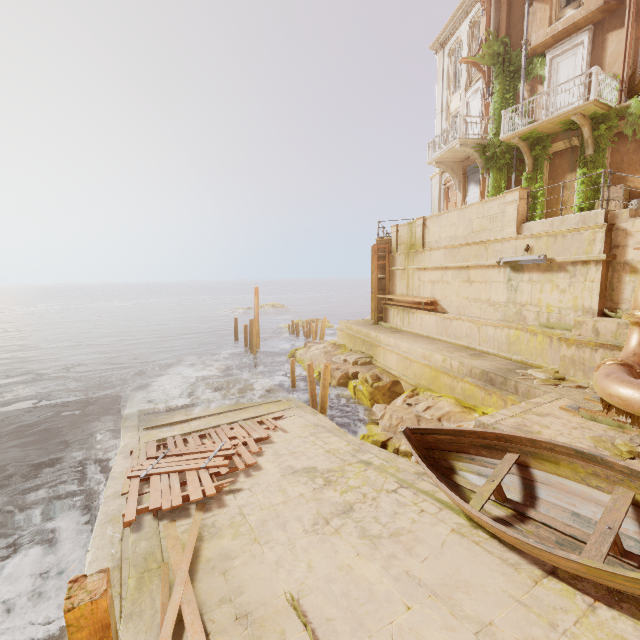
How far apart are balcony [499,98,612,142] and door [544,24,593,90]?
0.4 meters

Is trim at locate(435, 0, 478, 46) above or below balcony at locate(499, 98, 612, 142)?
above

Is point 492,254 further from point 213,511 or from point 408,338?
point 213,511

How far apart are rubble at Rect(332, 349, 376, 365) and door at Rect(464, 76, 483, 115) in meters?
13.4 m

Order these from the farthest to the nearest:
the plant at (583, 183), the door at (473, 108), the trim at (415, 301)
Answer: the door at (473, 108), the trim at (415, 301), the plant at (583, 183)

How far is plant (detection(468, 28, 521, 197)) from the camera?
15.72m

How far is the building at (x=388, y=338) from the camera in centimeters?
763cm
